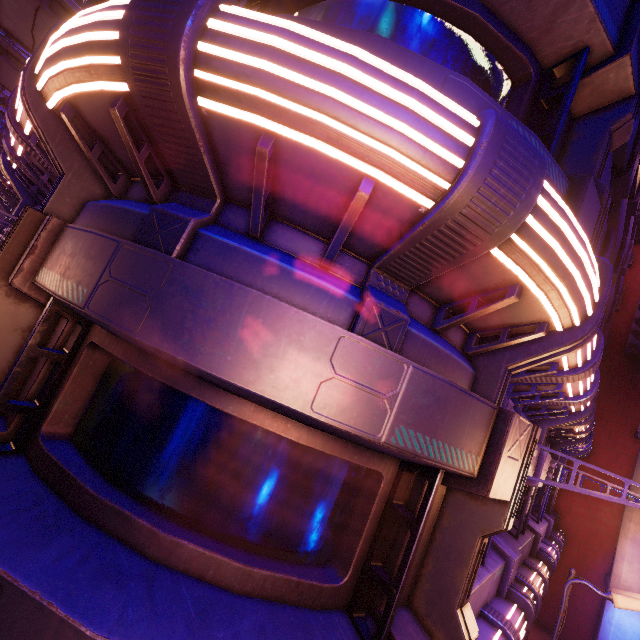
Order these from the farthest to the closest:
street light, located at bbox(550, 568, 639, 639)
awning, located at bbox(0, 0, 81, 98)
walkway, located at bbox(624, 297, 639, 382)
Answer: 1. walkway, located at bbox(624, 297, 639, 382)
2. awning, located at bbox(0, 0, 81, 98)
3. street light, located at bbox(550, 568, 639, 639)

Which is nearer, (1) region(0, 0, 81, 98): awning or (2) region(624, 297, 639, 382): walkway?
(1) region(0, 0, 81, 98): awning

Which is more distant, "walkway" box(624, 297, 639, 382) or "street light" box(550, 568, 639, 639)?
"walkway" box(624, 297, 639, 382)

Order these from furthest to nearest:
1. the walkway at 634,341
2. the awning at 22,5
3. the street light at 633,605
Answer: the walkway at 634,341 < the awning at 22,5 < the street light at 633,605

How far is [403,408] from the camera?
2.41m

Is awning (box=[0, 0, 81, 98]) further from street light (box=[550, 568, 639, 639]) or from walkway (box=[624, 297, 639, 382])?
walkway (box=[624, 297, 639, 382])

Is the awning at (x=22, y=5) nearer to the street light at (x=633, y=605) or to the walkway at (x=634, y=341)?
the street light at (x=633, y=605)

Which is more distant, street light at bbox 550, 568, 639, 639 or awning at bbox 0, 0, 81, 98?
awning at bbox 0, 0, 81, 98
